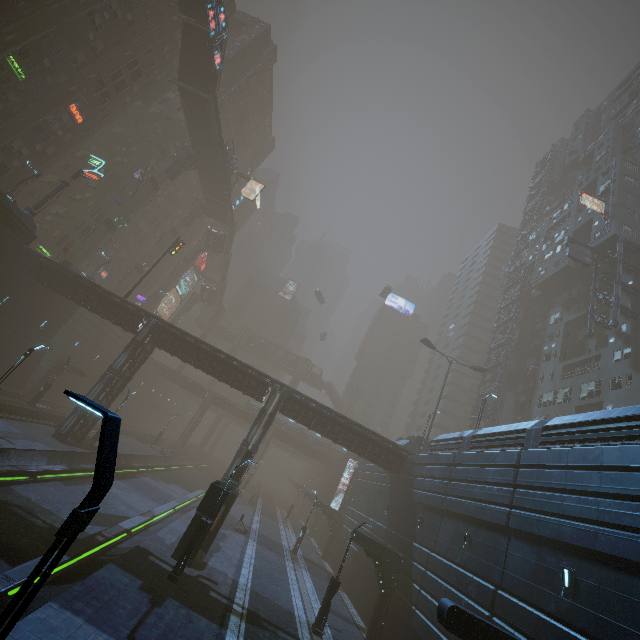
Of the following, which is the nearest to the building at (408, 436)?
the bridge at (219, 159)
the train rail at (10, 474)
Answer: the train rail at (10, 474)

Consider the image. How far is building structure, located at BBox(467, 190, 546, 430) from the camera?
42.7m

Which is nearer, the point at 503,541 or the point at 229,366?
the point at 503,541

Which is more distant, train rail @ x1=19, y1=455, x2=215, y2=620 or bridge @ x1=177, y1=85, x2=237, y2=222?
bridge @ x1=177, y1=85, x2=237, y2=222

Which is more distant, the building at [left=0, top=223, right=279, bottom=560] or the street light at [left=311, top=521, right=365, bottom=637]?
the building at [left=0, top=223, right=279, bottom=560]

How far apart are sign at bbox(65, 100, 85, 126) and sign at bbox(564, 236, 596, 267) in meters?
58.1 m

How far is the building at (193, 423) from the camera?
47.82m

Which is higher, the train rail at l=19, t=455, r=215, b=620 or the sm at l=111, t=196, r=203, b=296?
the sm at l=111, t=196, r=203, b=296
